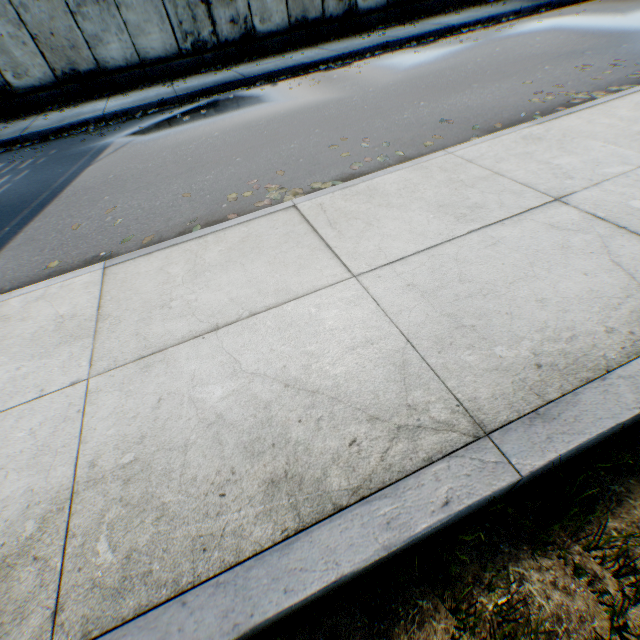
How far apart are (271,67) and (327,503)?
11.39m
